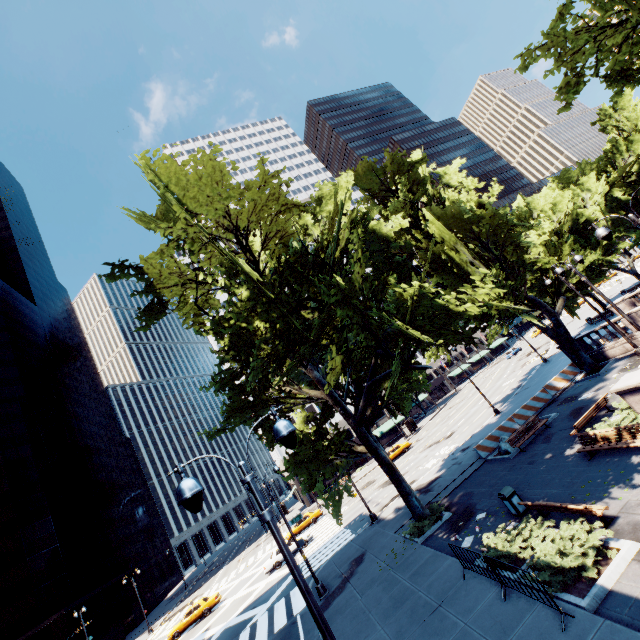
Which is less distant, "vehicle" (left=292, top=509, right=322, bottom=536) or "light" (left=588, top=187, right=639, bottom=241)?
"light" (left=588, top=187, right=639, bottom=241)

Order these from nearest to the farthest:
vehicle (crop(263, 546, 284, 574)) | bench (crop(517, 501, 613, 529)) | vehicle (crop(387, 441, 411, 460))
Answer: bench (crop(517, 501, 613, 529))
vehicle (crop(263, 546, 284, 574))
vehicle (crop(387, 441, 411, 460))

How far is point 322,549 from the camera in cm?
2667

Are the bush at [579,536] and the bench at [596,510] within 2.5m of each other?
yes

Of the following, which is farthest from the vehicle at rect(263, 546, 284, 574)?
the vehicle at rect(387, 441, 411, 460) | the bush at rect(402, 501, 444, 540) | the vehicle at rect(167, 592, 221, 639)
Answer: the bush at rect(402, 501, 444, 540)

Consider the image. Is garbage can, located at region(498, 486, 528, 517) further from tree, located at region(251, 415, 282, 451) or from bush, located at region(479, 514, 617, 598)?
tree, located at region(251, 415, 282, 451)

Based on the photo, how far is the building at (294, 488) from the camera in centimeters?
5519cm

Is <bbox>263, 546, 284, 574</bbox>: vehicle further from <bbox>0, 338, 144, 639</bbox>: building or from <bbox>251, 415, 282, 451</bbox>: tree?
<bbox>0, 338, 144, 639</bbox>: building
